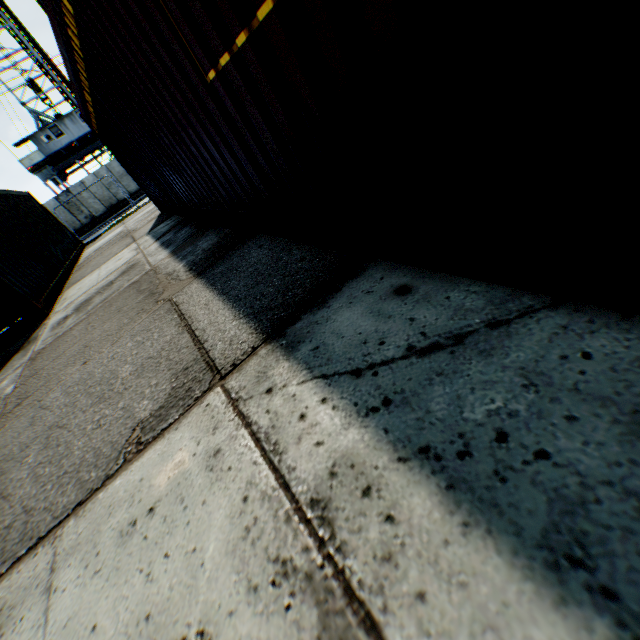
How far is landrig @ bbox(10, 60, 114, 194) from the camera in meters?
28.0 m

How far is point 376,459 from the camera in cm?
107

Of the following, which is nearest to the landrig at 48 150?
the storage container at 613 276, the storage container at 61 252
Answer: the storage container at 61 252

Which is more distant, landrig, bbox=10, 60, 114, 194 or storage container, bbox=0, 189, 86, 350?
landrig, bbox=10, 60, 114, 194

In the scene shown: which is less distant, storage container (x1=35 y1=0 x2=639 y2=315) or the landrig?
storage container (x1=35 y1=0 x2=639 y2=315)

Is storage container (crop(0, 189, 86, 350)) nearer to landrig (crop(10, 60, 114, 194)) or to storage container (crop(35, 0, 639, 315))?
storage container (crop(35, 0, 639, 315))

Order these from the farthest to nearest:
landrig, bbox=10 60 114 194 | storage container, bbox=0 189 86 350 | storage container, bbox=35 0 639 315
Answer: landrig, bbox=10 60 114 194, storage container, bbox=0 189 86 350, storage container, bbox=35 0 639 315
